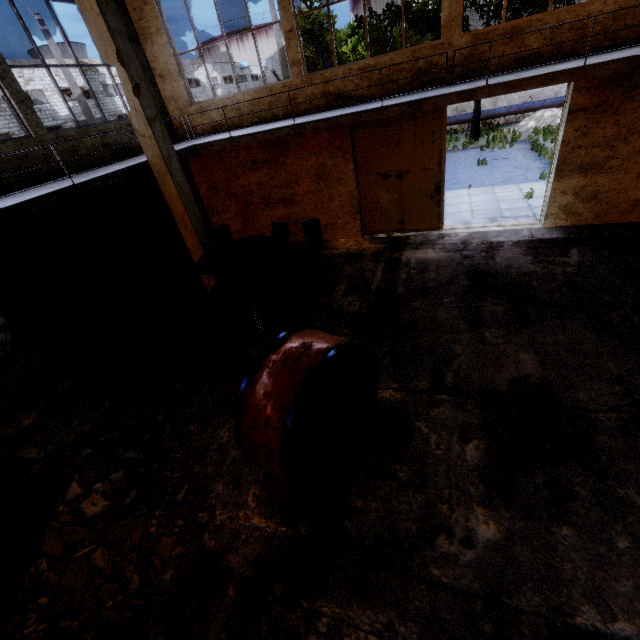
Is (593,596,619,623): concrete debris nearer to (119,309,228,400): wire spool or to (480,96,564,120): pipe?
(119,309,228,400): wire spool

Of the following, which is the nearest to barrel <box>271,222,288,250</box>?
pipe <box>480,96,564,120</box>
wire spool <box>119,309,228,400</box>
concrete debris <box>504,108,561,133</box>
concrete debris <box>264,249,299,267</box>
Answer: concrete debris <box>264,249,299,267</box>

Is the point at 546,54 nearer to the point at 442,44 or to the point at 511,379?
the point at 442,44

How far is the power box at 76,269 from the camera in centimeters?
758cm

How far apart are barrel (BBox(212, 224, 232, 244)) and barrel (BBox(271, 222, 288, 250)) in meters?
1.9 m

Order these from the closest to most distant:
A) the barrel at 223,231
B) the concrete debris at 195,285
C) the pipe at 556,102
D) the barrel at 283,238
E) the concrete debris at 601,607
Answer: the concrete debris at 601,607, the concrete debris at 195,285, the barrel at 283,238, the barrel at 223,231, the pipe at 556,102

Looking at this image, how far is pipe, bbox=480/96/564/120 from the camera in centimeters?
2312cm

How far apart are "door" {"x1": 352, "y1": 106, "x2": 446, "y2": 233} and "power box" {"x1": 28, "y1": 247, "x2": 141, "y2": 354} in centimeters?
799cm
